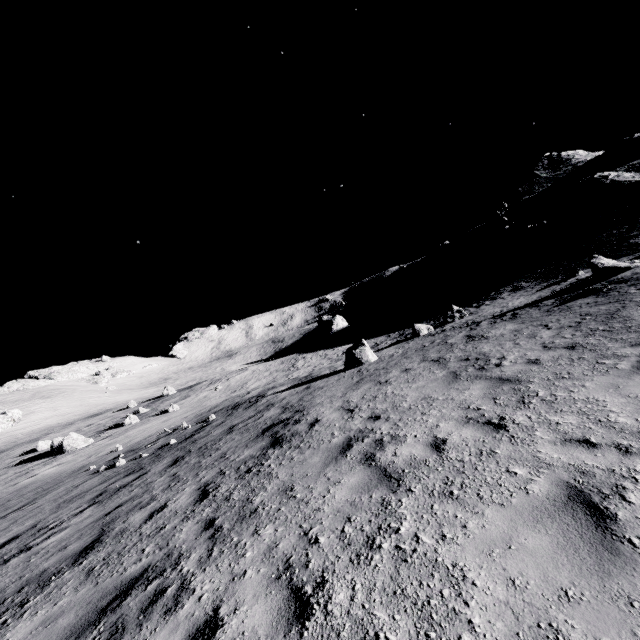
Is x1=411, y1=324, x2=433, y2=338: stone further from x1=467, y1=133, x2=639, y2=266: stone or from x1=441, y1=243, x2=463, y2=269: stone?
x1=441, y1=243, x2=463, y2=269: stone

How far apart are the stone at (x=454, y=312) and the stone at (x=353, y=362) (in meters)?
7.62

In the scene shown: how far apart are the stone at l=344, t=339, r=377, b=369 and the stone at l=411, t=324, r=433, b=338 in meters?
4.8 m

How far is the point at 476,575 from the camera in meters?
2.9 m

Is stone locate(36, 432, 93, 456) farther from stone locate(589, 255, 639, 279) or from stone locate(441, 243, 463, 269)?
stone locate(441, 243, 463, 269)

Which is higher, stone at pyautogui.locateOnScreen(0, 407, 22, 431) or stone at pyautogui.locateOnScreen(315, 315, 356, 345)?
stone at pyautogui.locateOnScreen(0, 407, 22, 431)

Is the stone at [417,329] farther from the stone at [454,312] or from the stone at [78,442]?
the stone at [78,442]

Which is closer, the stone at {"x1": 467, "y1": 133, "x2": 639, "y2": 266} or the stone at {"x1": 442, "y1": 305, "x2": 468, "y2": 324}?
the stone at {"x1": 442, "y1": 305, "x2": 468, "y2": 324}
